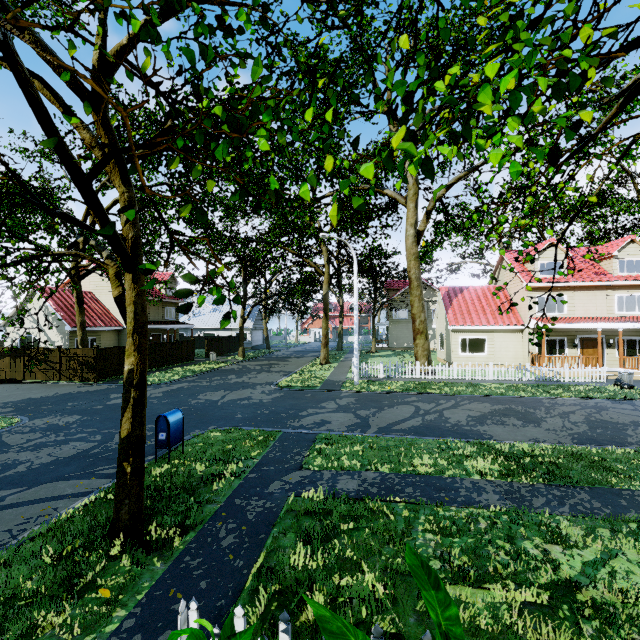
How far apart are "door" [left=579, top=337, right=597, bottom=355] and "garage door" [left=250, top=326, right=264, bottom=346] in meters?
37.1

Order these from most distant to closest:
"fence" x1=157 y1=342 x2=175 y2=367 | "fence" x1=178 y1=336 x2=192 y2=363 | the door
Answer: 1. "fence" x1=178 y1=336 x2=192 y2=363
2. "fence" x1=157 y1=342 x2=175 y2=367
3. the door

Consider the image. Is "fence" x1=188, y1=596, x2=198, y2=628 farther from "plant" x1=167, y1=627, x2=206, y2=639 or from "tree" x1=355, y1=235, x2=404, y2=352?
"tree" x1=355, y1=235, x2=404, y2=352

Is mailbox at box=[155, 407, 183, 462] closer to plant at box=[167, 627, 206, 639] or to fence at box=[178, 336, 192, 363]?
→ plant at box=[167, 627, 206, 639]

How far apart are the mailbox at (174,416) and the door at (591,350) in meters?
25.8 m

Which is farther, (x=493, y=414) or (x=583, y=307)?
→ (x=583, y=307)

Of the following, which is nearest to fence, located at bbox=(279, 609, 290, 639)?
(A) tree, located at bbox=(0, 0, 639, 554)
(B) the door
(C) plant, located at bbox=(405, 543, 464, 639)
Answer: (C) plant, located at bbox=(405, 543, 464, 639)

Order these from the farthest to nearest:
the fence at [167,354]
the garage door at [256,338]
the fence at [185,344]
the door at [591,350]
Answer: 1. the garage door at [256,338]
2. the fence at [185,344]
3. the fence at [167,354]
4. the door at [591,350]
